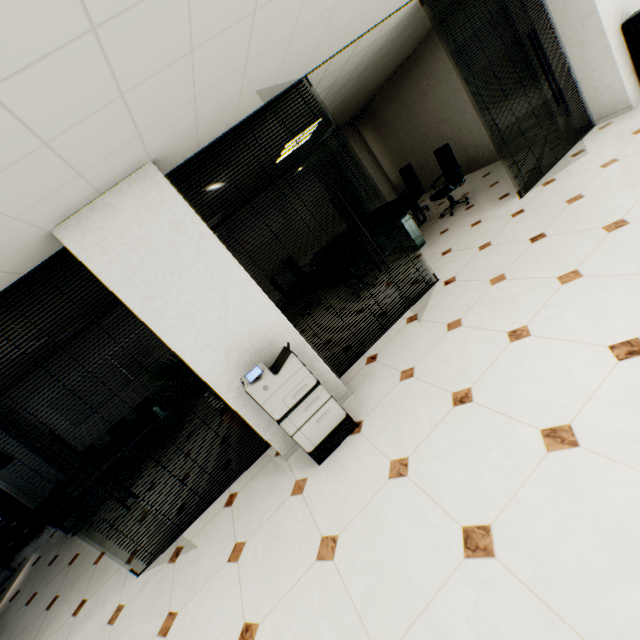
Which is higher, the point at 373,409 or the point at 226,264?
the point at 226,264

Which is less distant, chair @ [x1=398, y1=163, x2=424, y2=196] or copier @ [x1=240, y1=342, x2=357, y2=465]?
copier @ [x1=240, y1=342, x2=357, y2=465]

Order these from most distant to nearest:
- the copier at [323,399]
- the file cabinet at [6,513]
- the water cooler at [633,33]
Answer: the file cabinet at [6,513] → the water cooler at [633,33] → the copier at [323,399]

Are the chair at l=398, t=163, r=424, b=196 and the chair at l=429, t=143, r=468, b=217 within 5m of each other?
yes

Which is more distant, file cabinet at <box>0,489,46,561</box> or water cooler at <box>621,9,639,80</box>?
file cabinet at <box>0,489,46,561</box>

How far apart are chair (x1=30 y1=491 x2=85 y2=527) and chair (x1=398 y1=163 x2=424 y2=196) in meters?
9.2 m

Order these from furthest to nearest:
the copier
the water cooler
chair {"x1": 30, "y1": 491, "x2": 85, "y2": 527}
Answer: chair {"x1": 30, "y1": 491, "x2": 85, "y2": 527} < the water cooler < the copier

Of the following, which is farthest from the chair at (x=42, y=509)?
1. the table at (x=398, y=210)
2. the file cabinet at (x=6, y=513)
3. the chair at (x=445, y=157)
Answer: the chair at (x=445, y=157)
